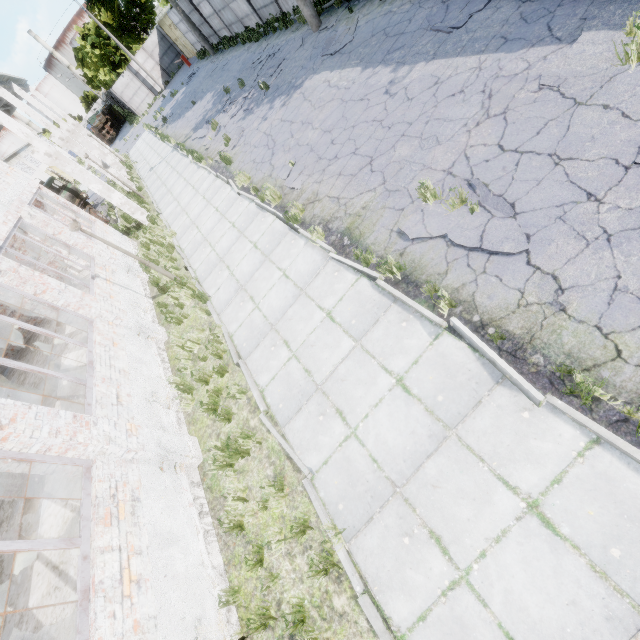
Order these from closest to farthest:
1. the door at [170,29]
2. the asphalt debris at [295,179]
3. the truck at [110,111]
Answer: the asphalt debris at [295,179] → the door at [170,29] → the truck at [110,111]

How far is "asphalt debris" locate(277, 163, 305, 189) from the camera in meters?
8.9 m

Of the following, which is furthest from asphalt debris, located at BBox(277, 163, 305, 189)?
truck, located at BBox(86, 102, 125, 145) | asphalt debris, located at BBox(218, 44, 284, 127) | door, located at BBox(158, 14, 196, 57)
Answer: truck, located at BBox(86, 102, 125, 145)

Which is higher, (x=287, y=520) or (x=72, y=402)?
(x=72, y=402)

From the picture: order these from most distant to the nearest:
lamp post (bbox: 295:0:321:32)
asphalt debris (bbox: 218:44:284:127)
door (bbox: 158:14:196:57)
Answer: door (bbox: 158:14:196:57) → asphalt debris (bbox: 218:44:284:127) → lamp post (bbox: 295:0:321:32)

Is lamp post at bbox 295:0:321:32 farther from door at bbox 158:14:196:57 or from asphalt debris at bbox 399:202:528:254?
door at bbox 158:14:196:57

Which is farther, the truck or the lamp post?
the truck

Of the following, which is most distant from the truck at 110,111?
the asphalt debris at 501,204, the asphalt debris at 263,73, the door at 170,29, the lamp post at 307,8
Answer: the asphalt debris at 501,204
